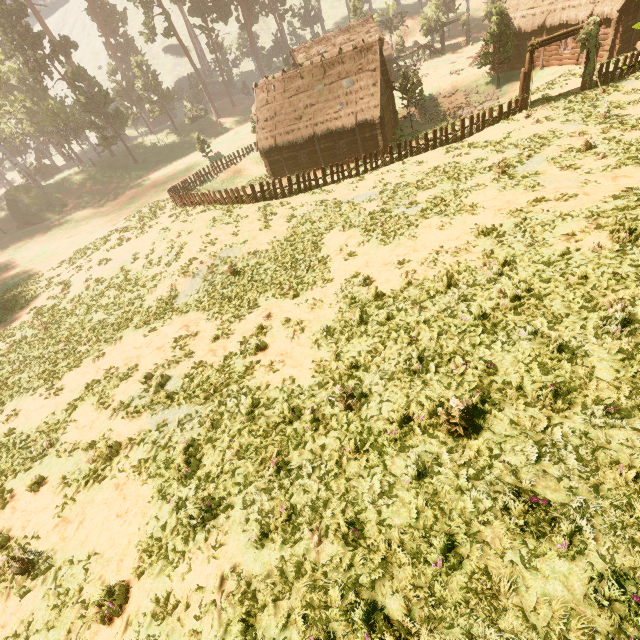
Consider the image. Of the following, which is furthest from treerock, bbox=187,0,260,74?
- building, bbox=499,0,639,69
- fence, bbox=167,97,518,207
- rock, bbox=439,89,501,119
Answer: fence, bbox=167,97,518,207

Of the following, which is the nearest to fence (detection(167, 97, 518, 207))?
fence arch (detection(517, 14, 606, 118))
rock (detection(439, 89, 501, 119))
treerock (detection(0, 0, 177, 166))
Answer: fence arch (detection(517, 14, 606, 118))

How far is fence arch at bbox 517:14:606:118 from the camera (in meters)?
18.55

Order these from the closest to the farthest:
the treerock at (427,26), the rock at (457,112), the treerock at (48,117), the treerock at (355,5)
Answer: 1. the rock at (457,112)
2. the treerock at (48,117)
3. the treerock at (427,26)
4. the treerock at (355,5)

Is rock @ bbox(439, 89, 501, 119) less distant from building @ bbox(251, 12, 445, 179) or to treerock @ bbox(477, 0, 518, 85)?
treerock @ bbox(477, 0, 518, 85)

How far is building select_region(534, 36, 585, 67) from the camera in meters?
27.3 m

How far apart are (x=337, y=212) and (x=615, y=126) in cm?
1434

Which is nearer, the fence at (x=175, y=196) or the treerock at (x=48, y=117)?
the fence at (x=175, y=196)
